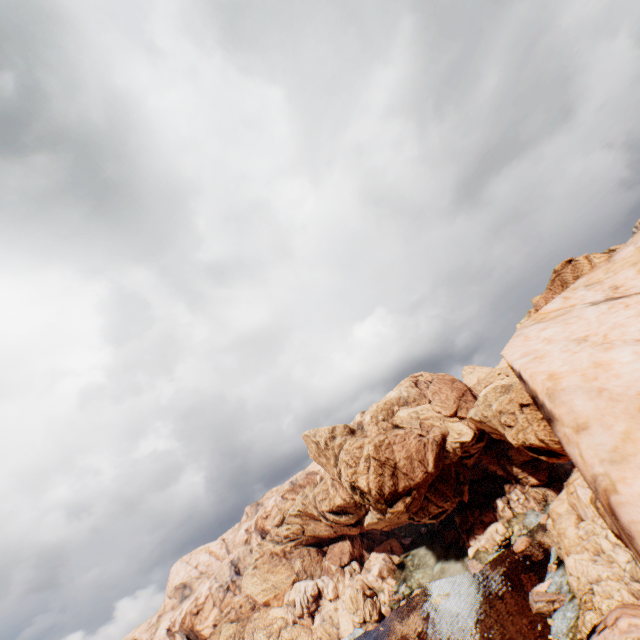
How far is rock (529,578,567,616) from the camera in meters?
44.2 m

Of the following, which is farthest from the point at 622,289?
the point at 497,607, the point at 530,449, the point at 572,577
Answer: the point at 497,607

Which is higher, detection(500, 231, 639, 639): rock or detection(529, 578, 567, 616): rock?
detection(500, 231, 639, 639): rock

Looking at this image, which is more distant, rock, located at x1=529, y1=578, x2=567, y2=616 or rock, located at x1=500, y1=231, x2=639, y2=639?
rock, located at x1=529, y1=578, x2=567, y2=616

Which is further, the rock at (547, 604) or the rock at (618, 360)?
the rock at (547, 604)

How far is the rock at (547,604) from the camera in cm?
4422
